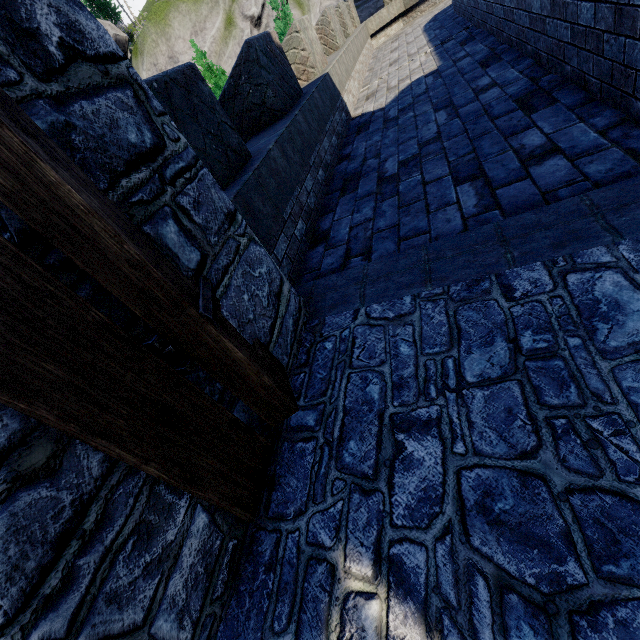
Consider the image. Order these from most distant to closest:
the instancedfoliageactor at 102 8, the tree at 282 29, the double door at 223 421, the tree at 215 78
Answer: the instancedfoliageactor at 102 8 < the tree at 215 78 < the tree at 282 29 < the double door at 223 421

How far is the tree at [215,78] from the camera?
17.9m

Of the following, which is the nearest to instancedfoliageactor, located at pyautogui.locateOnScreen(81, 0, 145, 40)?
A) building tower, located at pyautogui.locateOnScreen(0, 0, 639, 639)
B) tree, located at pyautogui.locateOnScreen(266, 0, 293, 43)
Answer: tree, located at pyautogui.locateOnScreen(266, 0, 293, 43)

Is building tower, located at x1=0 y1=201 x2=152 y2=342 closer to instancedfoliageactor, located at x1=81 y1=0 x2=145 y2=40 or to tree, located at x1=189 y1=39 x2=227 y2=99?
tree, located at x1=189 y1=39 x2=227 y2=99

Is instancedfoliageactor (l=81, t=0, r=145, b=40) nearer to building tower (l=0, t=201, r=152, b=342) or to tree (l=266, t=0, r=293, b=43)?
tree (l=266, t=0, r=293, b=43)

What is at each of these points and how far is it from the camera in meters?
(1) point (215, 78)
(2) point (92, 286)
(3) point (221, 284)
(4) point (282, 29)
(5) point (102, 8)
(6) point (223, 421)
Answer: (1) tree, 18.3 m
(2) building tower, 1.3 m
(3) building tower, 1.9 m
(4) tree, 15.1 m
(5) instancedfoliageactor, 52.2 m
(6) double door, 1.7 m

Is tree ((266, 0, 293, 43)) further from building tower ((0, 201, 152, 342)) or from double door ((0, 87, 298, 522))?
double door ((0, 87, 298, 522))

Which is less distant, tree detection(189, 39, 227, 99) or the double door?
the double door
